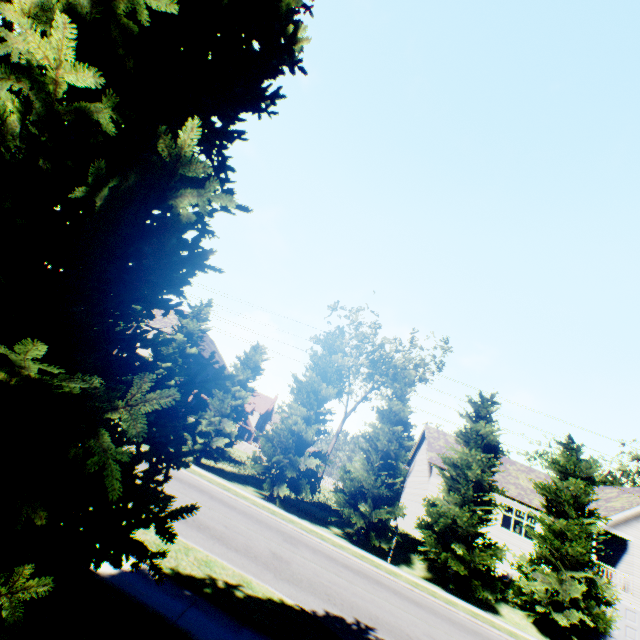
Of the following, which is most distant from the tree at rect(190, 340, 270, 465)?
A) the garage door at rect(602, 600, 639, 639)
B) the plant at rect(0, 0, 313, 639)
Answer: the garage door at rect(602, 600, 639, 639)

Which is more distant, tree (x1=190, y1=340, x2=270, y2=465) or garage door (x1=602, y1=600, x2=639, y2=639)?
tree (x1=190, y1=340, x2=270, y2=465)

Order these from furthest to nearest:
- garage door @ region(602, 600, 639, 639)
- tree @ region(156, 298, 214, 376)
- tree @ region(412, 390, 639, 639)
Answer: tree @ region(156, 298, 214, 376)
garage door @ region(602, 600, 639, 639)
tree @ region(412, 390, 639, 639)

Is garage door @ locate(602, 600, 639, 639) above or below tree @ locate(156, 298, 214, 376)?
below

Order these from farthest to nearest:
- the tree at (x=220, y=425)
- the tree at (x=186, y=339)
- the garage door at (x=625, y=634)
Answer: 1. the tree at (x=186, y=339)
2. the tree at (x=220, y=425)
3. the garage door at (x=625, y=634)

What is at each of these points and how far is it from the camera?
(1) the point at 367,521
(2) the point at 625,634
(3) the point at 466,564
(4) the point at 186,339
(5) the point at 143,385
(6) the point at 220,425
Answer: (1) tree, 18.64m
(2) garage door, 20.17m
(3) tree, 17.11m
(4) tree, 23.84m
(5) plant, 2.01m
(6) tree, 20.98m

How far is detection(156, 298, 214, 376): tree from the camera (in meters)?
23.22

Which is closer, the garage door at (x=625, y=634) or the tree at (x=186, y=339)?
the garage door at (x=625, y=634)
